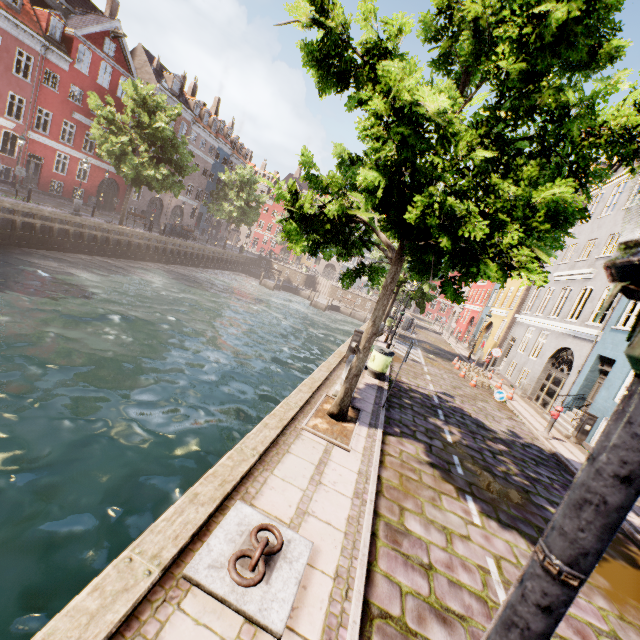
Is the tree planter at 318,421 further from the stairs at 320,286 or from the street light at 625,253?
the stairs at 320,286

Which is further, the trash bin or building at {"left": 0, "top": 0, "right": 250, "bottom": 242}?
building at {"left": 0, "top": 0, "right": 250, "bottom": 242}

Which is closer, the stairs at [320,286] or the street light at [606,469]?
the street light at [606,469]

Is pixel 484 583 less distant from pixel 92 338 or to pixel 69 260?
pixel 92 338

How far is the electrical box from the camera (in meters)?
12.04

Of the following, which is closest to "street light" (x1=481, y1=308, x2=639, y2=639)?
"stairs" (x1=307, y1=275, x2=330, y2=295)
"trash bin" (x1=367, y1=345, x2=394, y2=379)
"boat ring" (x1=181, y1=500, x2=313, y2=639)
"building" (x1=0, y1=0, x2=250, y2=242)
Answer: "boat ring" (x1=181, y1=500, x2=313, y2=639)

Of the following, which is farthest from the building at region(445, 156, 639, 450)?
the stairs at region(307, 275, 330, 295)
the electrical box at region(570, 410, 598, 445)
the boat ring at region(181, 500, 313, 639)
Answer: the electrical box at region(570, 410, 598, 445)

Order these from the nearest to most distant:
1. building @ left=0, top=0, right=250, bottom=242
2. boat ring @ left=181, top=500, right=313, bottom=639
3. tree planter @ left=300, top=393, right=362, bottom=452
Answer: boat ring @ left=181, top=500, right=313, bottom=639, tree planter @ left=300, top=393, right=362, bottom=452, building @ left=0, top=0, right=250, bottom=242
